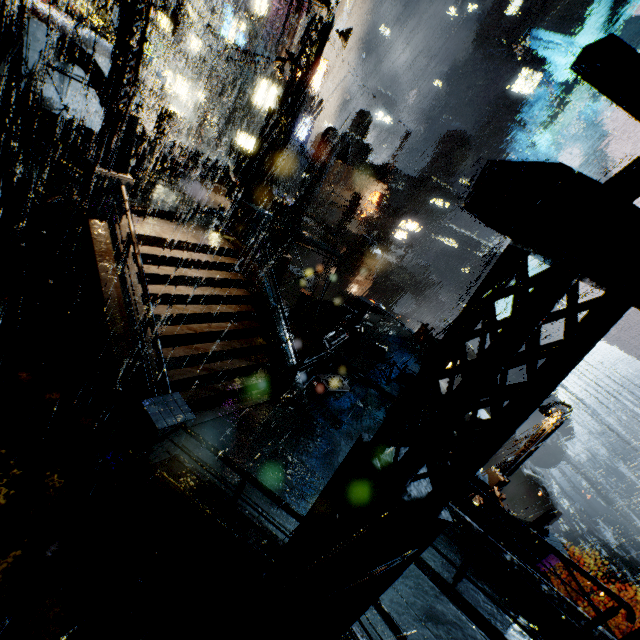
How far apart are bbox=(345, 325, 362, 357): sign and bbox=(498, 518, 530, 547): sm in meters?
7.6

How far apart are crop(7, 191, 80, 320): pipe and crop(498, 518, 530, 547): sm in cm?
1648

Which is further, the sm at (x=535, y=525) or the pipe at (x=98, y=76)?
the pipe at (x=98, y=76)

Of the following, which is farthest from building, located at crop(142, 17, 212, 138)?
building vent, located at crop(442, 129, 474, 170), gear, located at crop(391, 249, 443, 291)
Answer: gear, located at crop(391, 249, 443, 291)

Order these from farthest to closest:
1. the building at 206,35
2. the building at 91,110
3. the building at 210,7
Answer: the building at 206,35 < the building at 210,7 < the building at 91,110

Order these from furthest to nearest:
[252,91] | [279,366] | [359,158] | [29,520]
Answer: [359,158] → [252,91] → [279,366] → [29,520]

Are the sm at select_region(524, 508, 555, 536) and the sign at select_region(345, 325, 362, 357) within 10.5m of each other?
yes

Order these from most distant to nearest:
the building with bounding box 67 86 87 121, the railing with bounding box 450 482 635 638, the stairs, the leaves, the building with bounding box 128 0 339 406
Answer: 1. the building with bounding box 67 86 87 121
2. the building with bounding box 128 0 339 406
3. the leaves
4. the stairs
5. the railing with bounding box 450 482 635 638
